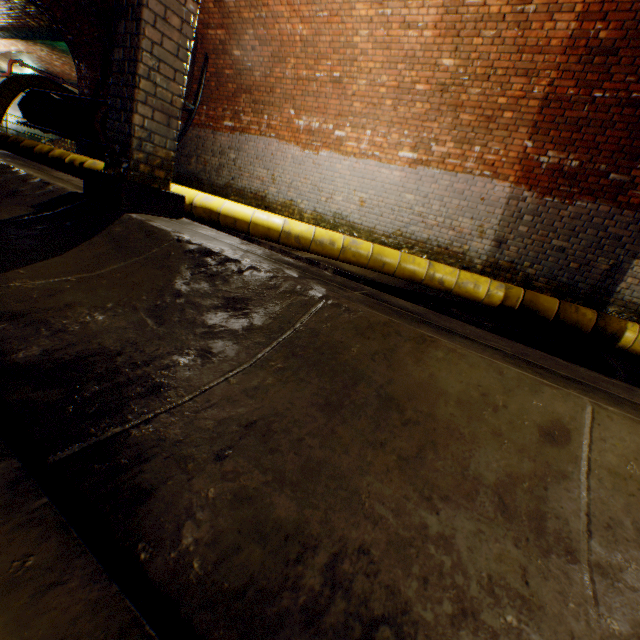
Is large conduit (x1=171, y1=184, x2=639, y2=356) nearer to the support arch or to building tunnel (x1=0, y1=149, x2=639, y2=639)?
building tunnel (x1=0, y1=149, x2=639, y2=639)

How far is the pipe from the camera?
9.29m

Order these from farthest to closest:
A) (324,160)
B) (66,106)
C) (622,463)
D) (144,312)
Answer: (66,106) < (324,160) < (144,312) < (622,463)

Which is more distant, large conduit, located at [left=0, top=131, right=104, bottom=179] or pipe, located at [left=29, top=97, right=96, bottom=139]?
pipe, located at [left=29, top=97, right=96, bottom=139]

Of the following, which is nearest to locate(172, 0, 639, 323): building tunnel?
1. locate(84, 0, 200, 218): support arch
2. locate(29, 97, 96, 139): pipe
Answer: locate(84, 0, 200, 218): support arch

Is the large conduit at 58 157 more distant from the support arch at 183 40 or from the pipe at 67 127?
the support arch at 183 40

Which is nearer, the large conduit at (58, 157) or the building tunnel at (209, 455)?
the building tunnel at (209, 455)

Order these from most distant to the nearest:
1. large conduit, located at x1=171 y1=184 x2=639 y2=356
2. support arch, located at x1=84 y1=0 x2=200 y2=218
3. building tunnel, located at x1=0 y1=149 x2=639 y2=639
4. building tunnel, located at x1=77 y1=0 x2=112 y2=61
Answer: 1. building tunnel, located at x1=77 y1=0 x2=112 y2=61
2. large conduit, located at x1=171 y1=184 x2=639 y2=356
3. support arch, located at x1=84 y1=0 x2=200 y2=218
4. building tunnel, located at x1=0 y1=149 x2=639 y2=639
